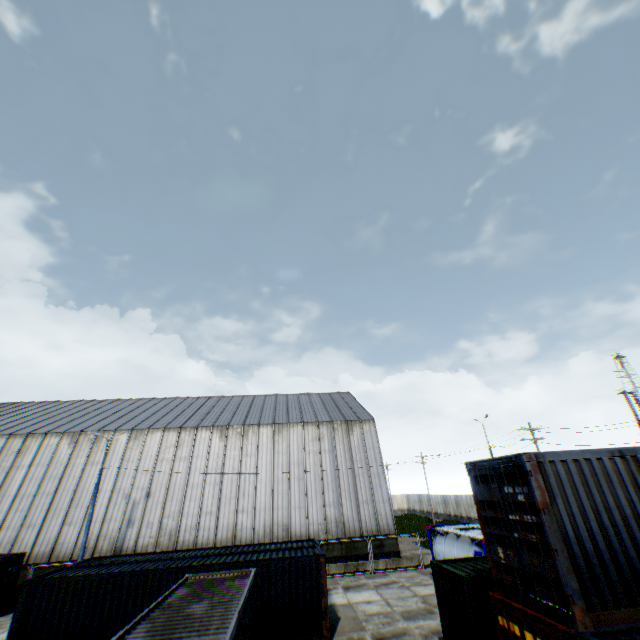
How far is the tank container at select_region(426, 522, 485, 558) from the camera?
16.2 meters

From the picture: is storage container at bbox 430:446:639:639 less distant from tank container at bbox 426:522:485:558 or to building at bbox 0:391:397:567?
tank container at bbox 426:522:485:558

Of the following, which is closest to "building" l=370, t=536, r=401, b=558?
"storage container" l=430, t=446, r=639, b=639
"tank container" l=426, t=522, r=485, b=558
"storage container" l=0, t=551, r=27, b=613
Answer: "storage container" l=0, t=551, r=27, b=613

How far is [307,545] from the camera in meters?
16.4 m

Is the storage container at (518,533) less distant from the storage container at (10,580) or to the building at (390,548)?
the building at (390,548)

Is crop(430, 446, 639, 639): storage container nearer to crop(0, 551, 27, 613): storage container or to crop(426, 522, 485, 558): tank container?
crop(426, 522, 485, 558): tank container

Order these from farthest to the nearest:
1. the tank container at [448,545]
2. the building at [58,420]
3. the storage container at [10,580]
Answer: the building at [58,420]
the storage container at [10,580]
the tank container at [448,545]

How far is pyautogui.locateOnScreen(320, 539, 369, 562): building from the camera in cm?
2477
